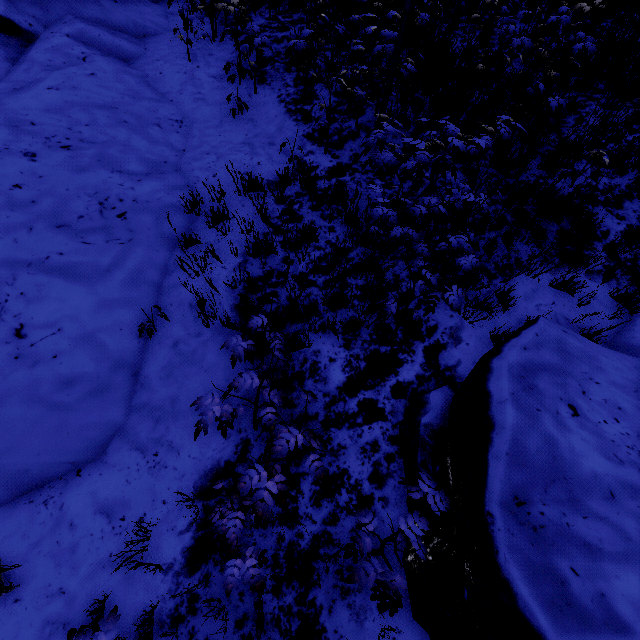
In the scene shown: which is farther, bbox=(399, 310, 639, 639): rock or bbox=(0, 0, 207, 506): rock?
bbox=(0, 0, 207, 506): rock

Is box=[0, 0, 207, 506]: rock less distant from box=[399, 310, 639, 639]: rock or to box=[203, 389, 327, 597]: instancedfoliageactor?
box=[203, 389, 327, 597]: instancedfoliageactor

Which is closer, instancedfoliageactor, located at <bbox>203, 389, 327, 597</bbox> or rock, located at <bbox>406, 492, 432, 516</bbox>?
instancedfoliageactor, located at <bbox>203, 389, 327, 597</bbox>

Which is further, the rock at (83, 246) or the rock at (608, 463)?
the rock at (83, 246)

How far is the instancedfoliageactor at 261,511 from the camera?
2.1 meters

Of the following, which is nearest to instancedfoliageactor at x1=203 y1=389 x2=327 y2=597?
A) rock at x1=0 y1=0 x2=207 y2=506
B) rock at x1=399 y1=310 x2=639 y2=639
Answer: rock at x1=399 y1=310 x2=639 y2=639

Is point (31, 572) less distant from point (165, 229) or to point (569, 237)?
point (165, 229)
